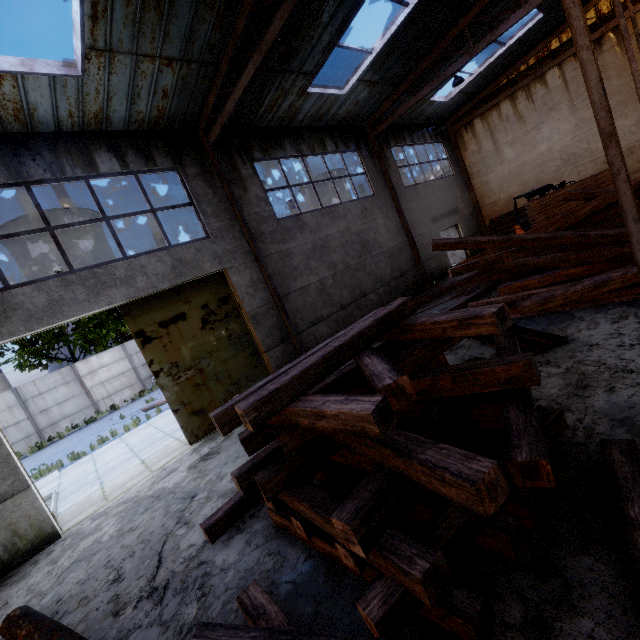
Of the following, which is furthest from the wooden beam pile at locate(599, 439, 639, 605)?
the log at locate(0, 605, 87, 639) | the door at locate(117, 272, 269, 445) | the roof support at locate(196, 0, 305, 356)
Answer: the door at locate(117, 272, 269, 445)

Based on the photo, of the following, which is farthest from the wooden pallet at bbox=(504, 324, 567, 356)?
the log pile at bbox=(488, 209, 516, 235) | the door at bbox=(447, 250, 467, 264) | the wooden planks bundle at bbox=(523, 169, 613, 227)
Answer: the door at bbox=(447, 250, 467, 264)

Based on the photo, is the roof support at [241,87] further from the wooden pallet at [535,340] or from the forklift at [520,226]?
the forklift at [520,226]

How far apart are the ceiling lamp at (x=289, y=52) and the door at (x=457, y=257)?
14.52m

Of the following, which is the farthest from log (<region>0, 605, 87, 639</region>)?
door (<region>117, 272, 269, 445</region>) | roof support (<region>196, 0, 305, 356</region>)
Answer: roof support (<region>196, 0, 305, 356</region>)

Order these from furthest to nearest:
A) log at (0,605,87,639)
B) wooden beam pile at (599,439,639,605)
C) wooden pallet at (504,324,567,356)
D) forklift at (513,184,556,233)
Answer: forklift at (513,184,556,233), wooden pallet at (504,324,567,356), log at (0,605,87,639), wooden beam pile at (599,439,639,605)

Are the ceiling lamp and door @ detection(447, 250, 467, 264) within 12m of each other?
no

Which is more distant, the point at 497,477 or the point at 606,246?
the point at 606,246
